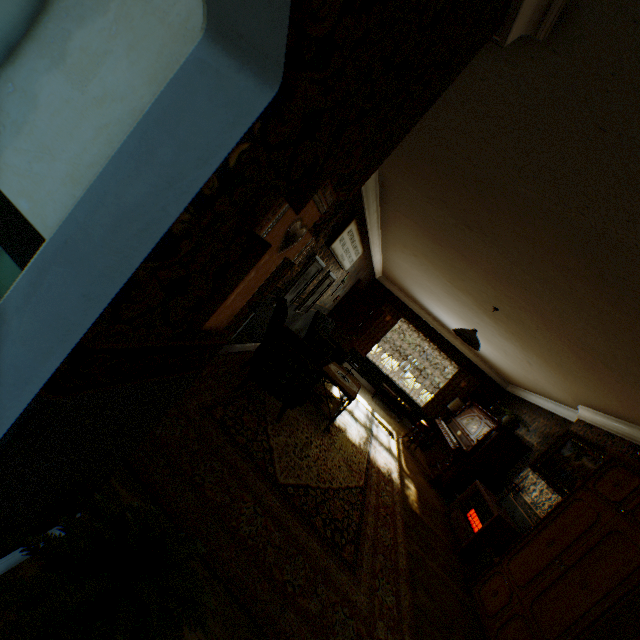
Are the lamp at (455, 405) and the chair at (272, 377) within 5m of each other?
no

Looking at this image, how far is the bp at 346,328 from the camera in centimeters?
902cm

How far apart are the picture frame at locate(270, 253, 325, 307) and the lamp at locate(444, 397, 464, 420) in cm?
682

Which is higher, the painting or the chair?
the painting

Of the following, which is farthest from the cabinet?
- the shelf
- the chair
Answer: the shelf

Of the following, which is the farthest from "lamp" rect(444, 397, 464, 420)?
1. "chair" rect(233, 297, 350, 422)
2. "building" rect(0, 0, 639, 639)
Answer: "chair" rect(233, 297, 350, 422)

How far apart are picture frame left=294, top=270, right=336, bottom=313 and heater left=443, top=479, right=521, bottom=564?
4.5 meters

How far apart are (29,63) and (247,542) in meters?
2.9 m
